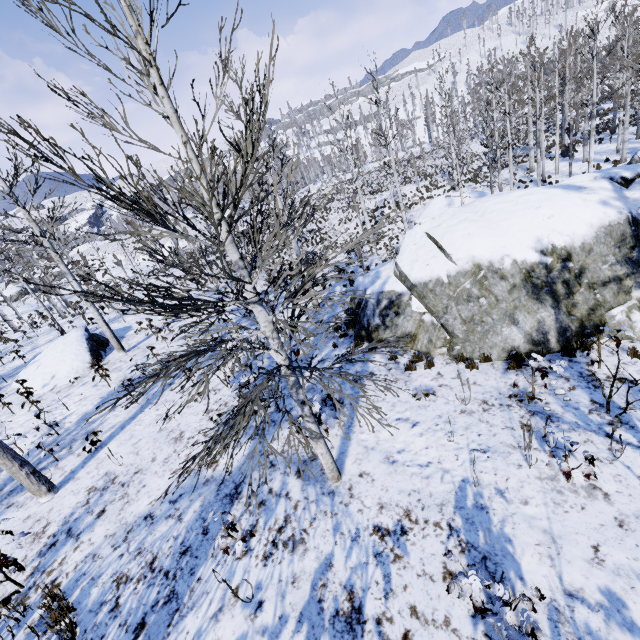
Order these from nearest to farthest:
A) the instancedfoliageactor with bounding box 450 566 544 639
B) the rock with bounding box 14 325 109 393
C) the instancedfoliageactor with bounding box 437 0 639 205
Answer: the instancedfoliageactor with bounding box 450 566 544 639
the rock with bounding box 14 325 109 393
the instancedfoliageactor with bounding box 437 0 639 205

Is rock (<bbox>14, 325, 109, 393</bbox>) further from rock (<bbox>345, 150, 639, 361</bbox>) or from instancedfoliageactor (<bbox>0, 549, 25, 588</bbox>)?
rock (<bbox>345, 150, 639, 361</bbox>)

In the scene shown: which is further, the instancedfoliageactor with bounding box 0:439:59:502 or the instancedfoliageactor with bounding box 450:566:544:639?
the instancedfoliageactor with bounding box 0:439:59:502

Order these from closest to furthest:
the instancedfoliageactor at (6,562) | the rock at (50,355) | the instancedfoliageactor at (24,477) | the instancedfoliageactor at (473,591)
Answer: the instancedfoliageactor at (473,591), the instancedfoliageactor at (6,562), the instancedfoliageactor at (24,477), the rock at (50,355)

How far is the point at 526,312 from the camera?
7.5m

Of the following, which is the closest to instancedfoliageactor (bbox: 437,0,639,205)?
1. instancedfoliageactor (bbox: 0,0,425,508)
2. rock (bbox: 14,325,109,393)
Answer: instancedfoliageactor (bbox: 0,0,425,508)

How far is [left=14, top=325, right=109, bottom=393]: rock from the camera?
13.9 meters

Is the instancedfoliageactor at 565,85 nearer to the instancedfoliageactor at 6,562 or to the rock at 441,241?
the instancedfoliageactor at 6,562
